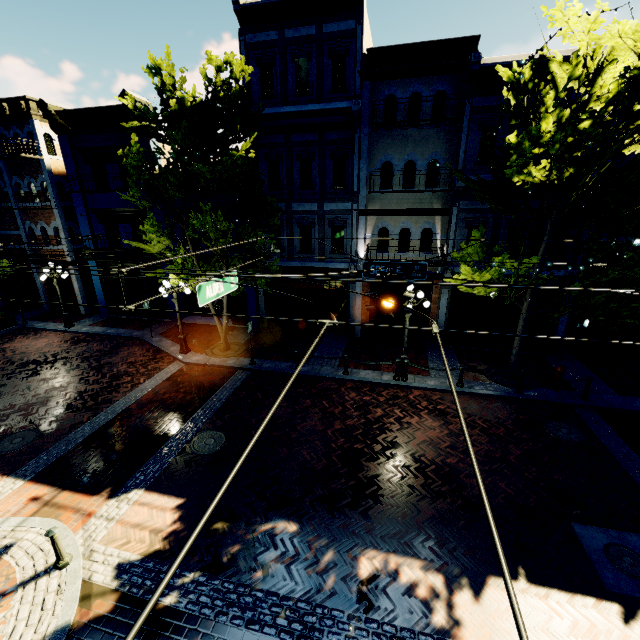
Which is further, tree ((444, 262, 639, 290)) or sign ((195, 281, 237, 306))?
tree ((444, 262, 639, 290))

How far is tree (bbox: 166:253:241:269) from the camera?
12.2 meters

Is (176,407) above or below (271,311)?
below

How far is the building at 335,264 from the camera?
15.59m

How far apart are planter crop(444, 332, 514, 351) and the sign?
10.8 meters

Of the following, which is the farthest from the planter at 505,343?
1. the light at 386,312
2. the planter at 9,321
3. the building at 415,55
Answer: the planter at 9,321

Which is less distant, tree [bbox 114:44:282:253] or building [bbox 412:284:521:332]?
tree [bbox 114:44:282:253]

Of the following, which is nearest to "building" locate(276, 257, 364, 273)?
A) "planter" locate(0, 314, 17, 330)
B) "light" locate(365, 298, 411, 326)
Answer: "planter" locate(0, 314, 17, 330)
